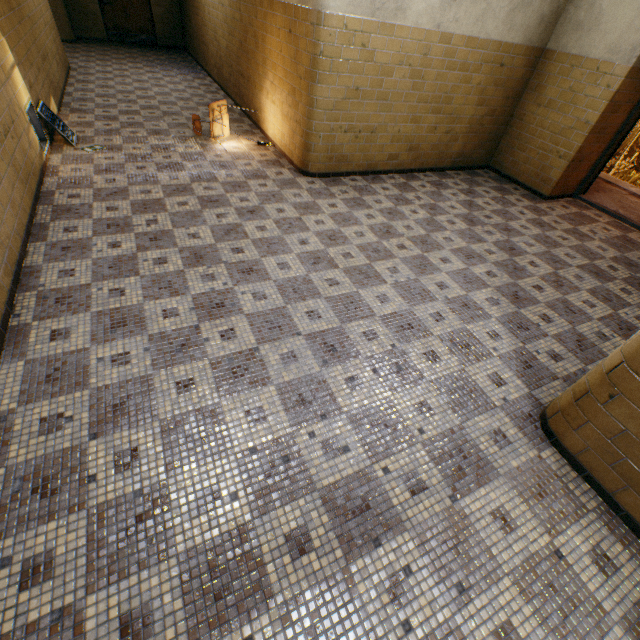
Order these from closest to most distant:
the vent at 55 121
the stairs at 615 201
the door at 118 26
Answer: the vent at 55 121, the stairs at 615 201, the door at 118 26

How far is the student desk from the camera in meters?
5.5 m

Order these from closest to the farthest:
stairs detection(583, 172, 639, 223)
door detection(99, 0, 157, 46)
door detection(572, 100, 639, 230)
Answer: door detection(572, 100, 639, 230), stairs detection(583, 172, 639, 223), door detection(99, 0, 157, 46)

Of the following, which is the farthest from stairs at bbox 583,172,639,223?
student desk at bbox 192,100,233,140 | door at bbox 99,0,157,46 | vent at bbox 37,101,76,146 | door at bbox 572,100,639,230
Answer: door at bbox 99,0,157,46

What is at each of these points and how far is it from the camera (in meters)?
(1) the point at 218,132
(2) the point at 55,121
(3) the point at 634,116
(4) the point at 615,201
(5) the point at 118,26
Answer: (1) student desk, 5.72
(2) vent, 4.88
(3) door, 5.29
(4) stairs, 6.43
(5) door, 11.34

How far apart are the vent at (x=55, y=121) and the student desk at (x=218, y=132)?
1.9m

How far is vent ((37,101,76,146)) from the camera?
4.6 meters

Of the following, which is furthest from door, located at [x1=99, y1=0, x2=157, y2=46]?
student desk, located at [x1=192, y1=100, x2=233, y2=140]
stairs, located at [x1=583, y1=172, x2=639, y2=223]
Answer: stairs, located at [x1=583, y1=172, x2=639, y2=223]
